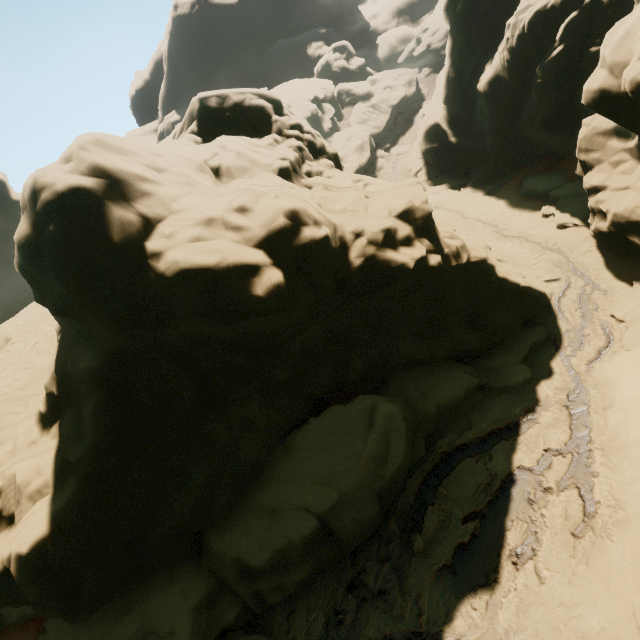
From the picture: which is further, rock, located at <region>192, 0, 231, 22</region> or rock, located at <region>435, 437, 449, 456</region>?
rock, located at <region>192, 0, 231, 22</region>

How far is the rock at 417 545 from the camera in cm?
857

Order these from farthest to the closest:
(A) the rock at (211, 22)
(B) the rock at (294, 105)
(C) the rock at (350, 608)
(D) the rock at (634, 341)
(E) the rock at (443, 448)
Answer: (A) the rock at (211, 22) < (D) the rock at (634, 341) < (E) the rock at (443, 448) < (C) the rock at (350, 608) < (B) the rock at (294, 105)

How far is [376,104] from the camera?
46.3 meters

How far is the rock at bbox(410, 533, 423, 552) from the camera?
8.57m

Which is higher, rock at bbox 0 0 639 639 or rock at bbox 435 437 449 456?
rock at bbox 0 0 639 639
